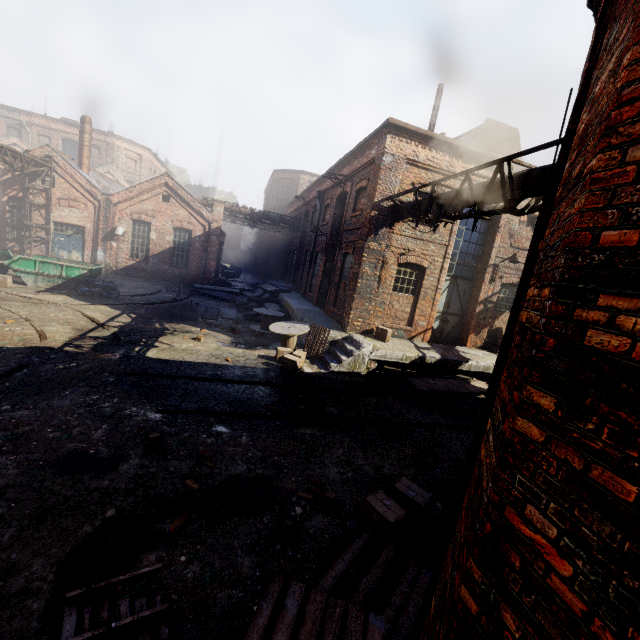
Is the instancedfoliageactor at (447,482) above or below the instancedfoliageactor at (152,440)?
below

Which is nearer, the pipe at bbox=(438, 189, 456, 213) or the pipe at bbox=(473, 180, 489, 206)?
the pipe at bbox=(473, 180, 489, 206)

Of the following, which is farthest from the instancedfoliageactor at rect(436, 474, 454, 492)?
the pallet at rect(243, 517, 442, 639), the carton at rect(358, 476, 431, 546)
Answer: the carton at rect(358, 476, 431, 546)

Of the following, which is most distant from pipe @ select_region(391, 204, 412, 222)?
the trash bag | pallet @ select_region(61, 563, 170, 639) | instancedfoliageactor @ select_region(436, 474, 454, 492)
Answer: the trash bag

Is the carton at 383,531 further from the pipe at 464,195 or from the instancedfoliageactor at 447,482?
the pipe at 464,195

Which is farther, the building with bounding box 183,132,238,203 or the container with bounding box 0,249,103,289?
the building with bounding box 183,132,238,203

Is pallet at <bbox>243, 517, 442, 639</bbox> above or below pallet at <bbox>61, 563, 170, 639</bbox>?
above

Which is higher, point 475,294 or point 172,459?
point 475,294
